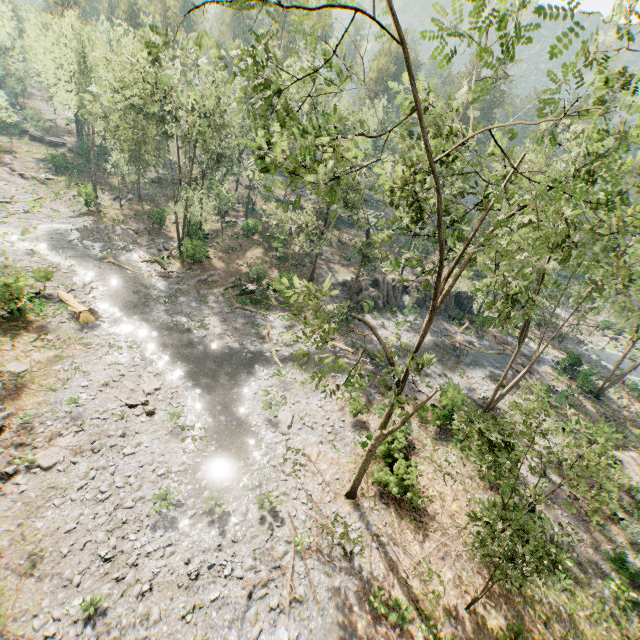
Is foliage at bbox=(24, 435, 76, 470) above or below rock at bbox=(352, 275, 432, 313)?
below

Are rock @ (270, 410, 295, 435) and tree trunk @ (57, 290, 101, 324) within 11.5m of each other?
no

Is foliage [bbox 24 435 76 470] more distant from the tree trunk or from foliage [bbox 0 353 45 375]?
the tree trunk

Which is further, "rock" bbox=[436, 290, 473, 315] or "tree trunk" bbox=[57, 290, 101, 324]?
"rock" bbox=[436, 290, 473, 315]

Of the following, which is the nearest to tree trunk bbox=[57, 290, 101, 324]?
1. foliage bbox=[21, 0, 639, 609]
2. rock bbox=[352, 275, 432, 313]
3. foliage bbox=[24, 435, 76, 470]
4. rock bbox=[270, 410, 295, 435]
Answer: foliage bbox=[21, 0, 639, 609]

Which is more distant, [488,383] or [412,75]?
[488,383]

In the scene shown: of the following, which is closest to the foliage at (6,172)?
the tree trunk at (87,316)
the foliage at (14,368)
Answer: the foliage at (14,368)

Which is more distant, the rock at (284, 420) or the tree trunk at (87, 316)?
the tree trunk at (87, 316)
